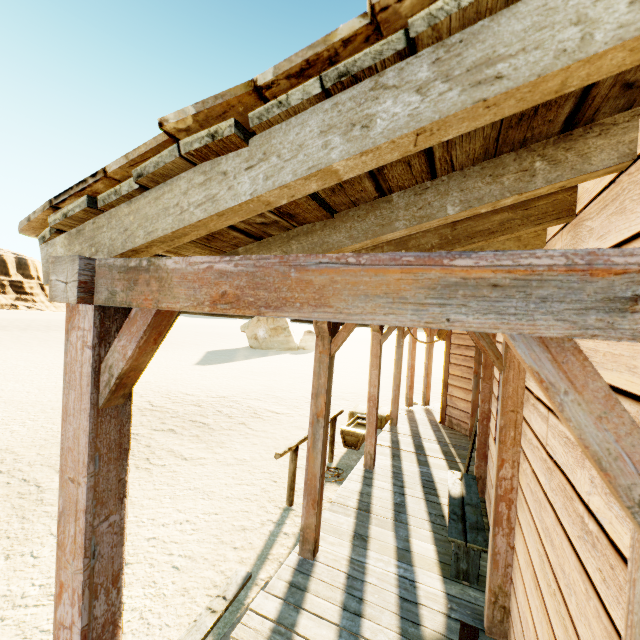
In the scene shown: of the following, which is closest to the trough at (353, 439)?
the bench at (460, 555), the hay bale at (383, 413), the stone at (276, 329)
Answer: the hay bale at (383, 413)

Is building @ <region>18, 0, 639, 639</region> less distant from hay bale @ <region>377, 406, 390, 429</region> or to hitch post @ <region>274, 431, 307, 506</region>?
hay bale @ <region>377, 406, 390, 429</region>

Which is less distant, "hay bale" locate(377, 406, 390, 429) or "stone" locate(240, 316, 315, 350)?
"hay bale" locate(377, 406, 390, 429)

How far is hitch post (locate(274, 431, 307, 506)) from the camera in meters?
4.8

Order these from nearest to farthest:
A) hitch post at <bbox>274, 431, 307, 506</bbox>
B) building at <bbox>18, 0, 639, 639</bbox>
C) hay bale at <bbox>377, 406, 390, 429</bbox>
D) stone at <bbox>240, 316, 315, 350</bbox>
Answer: building at <bbox>18, 0, 639, 639</bbox> < hitch post at <bbox>274, 431, 307, 506</bbox> < hay bale at <bbox>377, 406, 390, 429</bbox> < stone at <bbox>240, 316, 315, 350</bbox>

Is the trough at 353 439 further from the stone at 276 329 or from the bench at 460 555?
the stone at 276 329

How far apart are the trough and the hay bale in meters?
0.2 m

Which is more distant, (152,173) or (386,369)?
(386,369)
